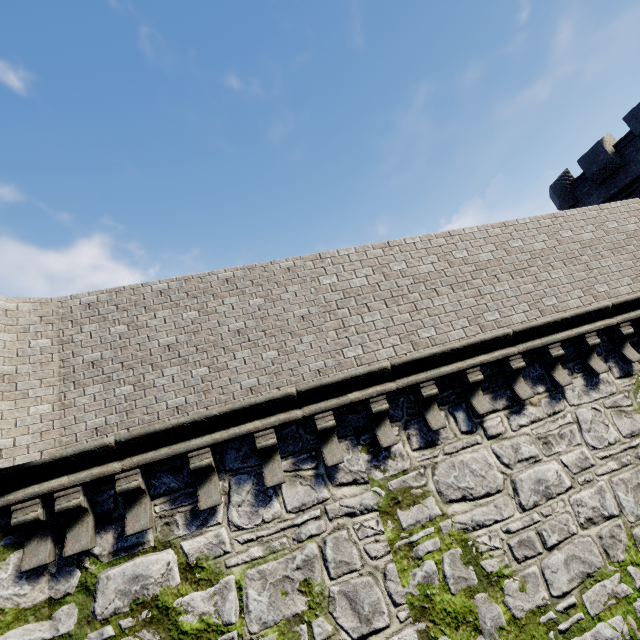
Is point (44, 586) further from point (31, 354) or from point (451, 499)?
point (451, 499)
